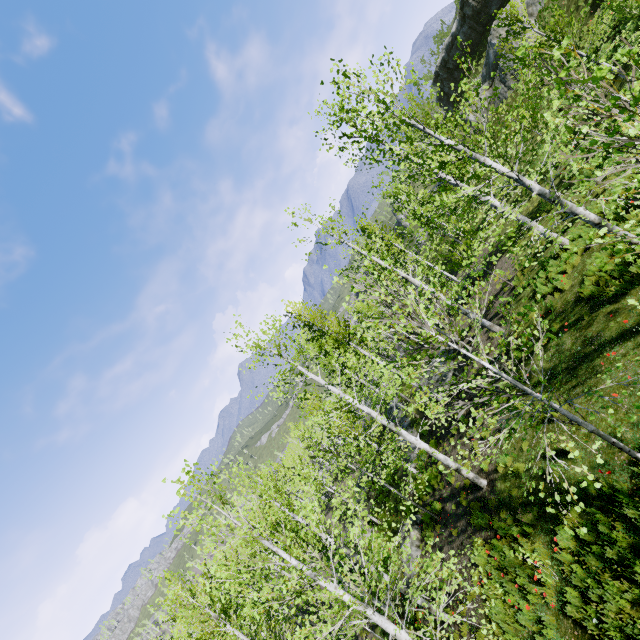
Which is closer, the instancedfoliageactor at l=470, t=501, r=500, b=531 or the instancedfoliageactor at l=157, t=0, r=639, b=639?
the instancedfoliageactor at l=157, t=0, r=639, b=639

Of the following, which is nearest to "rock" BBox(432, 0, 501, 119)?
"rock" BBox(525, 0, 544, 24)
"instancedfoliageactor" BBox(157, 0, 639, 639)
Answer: "rock" BBox(525, 0, 544, 24)

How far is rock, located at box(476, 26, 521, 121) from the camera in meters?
29.2 m

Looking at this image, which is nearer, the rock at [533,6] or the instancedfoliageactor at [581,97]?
the instancedfoliageactor at [581,97]

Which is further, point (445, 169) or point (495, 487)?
point (495, 487)

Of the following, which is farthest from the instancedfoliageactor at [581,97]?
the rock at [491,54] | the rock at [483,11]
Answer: the rock at [483,11]

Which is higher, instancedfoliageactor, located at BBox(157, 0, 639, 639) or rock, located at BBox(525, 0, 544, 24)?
rock, located at BBox(525, 0, 544, 24)

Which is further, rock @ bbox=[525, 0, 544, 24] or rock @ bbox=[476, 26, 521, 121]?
rock @ bbox=[476, 26, 521, 121]
